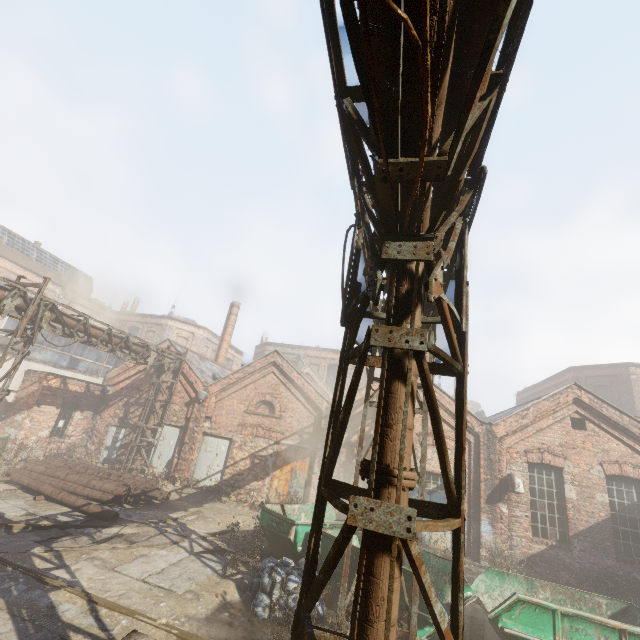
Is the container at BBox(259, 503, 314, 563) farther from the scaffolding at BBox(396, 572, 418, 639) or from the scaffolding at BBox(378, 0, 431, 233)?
the scaffolding at BBox(378, 0, 431, 233)

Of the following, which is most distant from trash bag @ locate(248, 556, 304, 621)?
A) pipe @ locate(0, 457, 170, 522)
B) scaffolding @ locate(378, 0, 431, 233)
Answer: scaffolding @ locate(378, 0, 431, 233)

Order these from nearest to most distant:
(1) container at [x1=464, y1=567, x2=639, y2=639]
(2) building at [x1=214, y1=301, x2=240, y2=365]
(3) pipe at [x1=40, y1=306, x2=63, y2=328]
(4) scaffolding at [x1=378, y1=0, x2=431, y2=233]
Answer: (4) scaffolding at [x1=378, y1=0, x2=431, y2=233] < (1) container at [x1=464, y1=567, x2=639, y2=639] < (3) pipe at [x1=40, y1=306, x2=63, y2=328] < (2) building at [x1=214, y1=301, x2=240, y2=365]

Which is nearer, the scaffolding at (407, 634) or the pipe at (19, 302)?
the scaffolding at (407, 634)

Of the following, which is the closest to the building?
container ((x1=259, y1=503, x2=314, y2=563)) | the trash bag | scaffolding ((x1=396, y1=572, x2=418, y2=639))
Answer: container ((x1=259, y1=503, x2=314, y2=563))

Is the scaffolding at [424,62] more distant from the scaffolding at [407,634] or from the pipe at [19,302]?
the scaffolding at [407,634]

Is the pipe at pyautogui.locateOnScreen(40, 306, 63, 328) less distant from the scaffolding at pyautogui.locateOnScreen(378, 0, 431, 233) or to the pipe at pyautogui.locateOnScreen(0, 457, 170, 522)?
the scaffolding at pyautogui.locateOnScreen(378, 0, 431, 233)

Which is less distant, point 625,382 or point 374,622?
point 374,622
